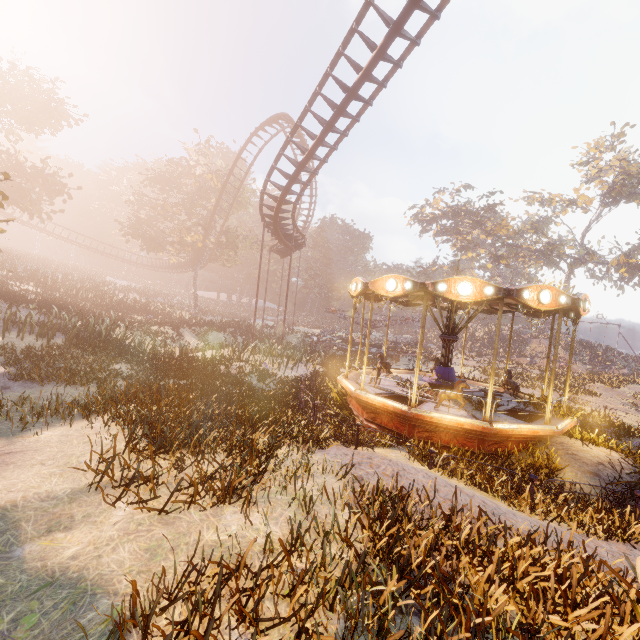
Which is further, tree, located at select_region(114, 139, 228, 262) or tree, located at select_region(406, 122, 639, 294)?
tree, located at select_region(406, 122, 639, 294)

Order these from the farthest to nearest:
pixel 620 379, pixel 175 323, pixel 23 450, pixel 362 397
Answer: pixel 620 379 < pixel 175 323 < pixel 362 397 < pixel 23 450

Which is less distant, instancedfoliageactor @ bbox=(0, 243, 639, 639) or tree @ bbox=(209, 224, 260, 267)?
instancedfoliageactor @ bbox=(0, 243, 639, 639)

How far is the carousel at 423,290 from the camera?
8.4m

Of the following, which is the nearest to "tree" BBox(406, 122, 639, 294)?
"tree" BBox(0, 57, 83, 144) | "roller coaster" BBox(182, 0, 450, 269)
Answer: "roller coaster" BBox(182, 0, 450, 269)

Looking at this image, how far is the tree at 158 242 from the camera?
35.31m

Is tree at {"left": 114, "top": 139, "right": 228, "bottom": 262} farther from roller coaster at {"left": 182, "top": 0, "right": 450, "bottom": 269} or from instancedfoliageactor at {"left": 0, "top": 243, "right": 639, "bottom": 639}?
instancedfoliageactor at {"left": 0, "top": 243, "right": 639, "bottom": 639}

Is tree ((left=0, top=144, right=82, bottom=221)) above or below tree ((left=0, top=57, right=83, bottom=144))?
below
